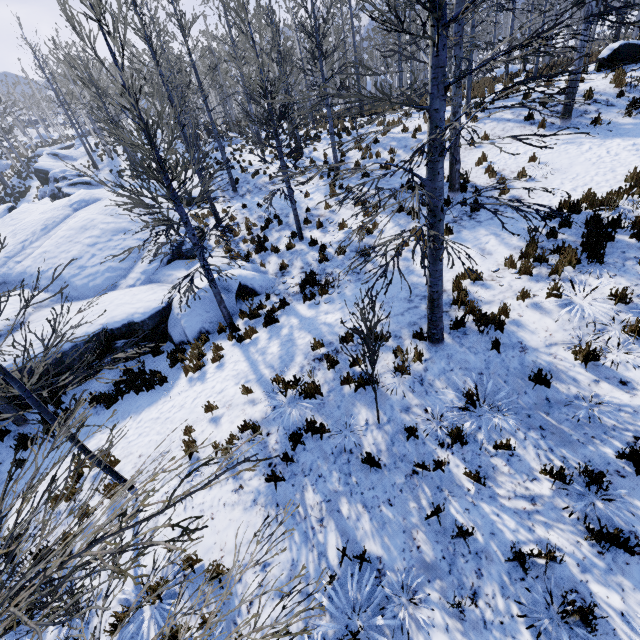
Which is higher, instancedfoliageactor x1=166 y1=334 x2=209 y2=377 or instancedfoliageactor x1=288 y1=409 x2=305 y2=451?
instancedfoliageactor x1=288 y1=409 x2=305 y2=451

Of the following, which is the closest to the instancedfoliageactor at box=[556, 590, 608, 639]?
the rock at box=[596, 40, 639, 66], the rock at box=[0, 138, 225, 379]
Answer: the rock at box=[0, 138, 225, 379]

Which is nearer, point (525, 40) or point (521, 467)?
point (525, 40)

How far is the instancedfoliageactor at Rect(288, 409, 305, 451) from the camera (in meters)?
5.71

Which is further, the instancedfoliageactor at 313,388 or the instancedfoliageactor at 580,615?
the instancedfoliageactor at 313,388
